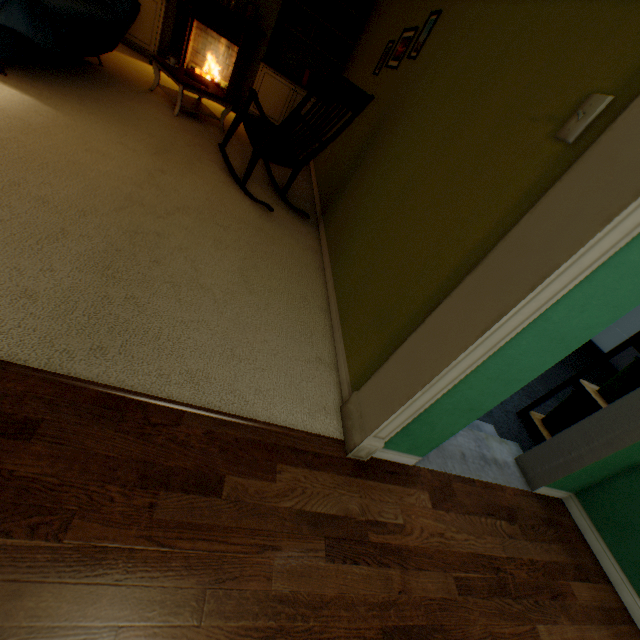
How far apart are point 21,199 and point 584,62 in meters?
2.3 m

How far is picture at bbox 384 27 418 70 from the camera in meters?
2.6

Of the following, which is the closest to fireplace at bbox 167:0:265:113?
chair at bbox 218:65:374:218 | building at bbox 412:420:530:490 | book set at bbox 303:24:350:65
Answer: book set at bbox 303:24:350:65

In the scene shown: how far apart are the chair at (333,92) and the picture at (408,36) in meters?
0.6 m

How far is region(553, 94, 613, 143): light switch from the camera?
0.9m

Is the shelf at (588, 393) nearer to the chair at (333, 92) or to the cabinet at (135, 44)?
the chair at (333, 92)

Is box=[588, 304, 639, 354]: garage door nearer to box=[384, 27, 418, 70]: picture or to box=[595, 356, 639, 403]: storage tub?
box=[595, 356, 639, 403]: storage tub

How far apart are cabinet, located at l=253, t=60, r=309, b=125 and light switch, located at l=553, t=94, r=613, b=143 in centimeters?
515cm
